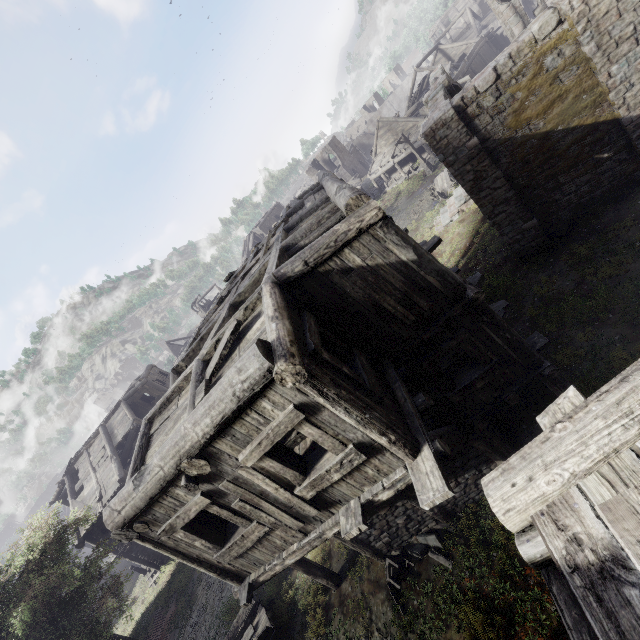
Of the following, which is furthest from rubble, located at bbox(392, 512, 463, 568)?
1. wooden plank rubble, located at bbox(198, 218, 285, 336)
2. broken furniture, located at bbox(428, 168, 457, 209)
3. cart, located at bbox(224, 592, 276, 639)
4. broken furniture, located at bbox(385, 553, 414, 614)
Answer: broken furniture, located at bbox(428, 168, 457, 209)

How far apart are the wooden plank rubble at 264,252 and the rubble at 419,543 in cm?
884

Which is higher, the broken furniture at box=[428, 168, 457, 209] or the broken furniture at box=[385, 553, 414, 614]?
the broken furniture at box=[385, 553, 414, 614]

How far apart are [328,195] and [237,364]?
6.24m

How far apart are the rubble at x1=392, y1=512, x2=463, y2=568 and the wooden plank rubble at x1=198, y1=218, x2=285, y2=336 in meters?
8.8

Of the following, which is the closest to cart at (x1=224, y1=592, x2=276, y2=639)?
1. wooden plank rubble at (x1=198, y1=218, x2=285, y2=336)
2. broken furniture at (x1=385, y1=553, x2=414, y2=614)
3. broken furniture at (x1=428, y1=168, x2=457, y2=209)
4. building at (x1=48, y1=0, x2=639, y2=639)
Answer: building at (x1=48, y1=0, x2=639, y2=639)

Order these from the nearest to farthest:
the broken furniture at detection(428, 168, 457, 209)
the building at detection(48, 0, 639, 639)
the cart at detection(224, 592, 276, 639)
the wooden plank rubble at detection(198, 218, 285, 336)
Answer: the building at detection(48, 0, 639, 639), the wooden plank rubble at detection(198, 218, 285, 336), the cart at detection(224, 592, 276, 639), the broken furniture at detection(428, 168, 457, 209)

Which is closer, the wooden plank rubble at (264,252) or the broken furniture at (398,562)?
the broken furniture at (398,562)
